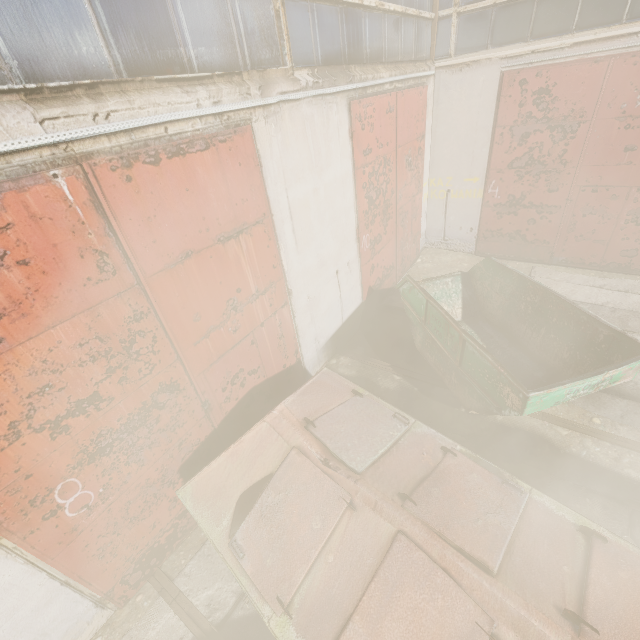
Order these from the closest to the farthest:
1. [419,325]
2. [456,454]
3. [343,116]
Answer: [456,454], [343,116], [419,325]

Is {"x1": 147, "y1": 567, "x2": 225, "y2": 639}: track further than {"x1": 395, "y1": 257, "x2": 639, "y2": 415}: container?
No

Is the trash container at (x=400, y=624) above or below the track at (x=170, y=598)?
above

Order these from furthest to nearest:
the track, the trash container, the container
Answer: the container, the track, the trash container

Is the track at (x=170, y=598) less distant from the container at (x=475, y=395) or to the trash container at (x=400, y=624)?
the trash container at (x=400, y=624)

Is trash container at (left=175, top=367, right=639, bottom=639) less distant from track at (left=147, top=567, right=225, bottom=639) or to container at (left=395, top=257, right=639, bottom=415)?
track at (left=147, top=567, right=225, bottom=639)

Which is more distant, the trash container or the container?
the container
